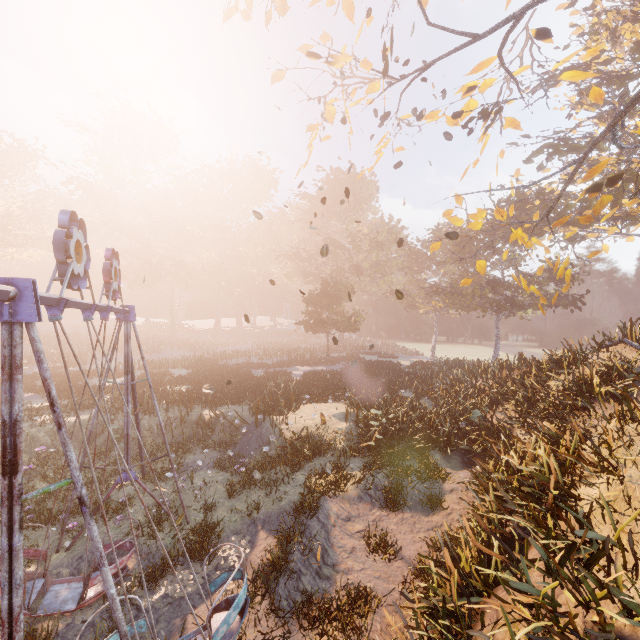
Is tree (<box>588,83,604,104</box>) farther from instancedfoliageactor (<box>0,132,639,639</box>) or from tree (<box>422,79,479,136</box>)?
instancedfoliageactor (<box>0,132,639,639</box>)

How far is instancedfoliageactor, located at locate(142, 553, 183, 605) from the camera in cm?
709

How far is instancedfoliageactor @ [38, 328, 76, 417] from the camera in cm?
1730

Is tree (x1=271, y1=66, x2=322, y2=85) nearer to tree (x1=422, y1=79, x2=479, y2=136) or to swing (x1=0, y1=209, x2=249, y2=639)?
tree (x1=422, y1=79, x2=479, y2=136)

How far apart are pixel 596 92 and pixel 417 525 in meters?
15.8

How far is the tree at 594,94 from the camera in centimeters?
1118cm

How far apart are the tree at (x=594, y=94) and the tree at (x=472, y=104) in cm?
368

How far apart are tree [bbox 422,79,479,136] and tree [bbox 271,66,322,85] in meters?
7.2 m
